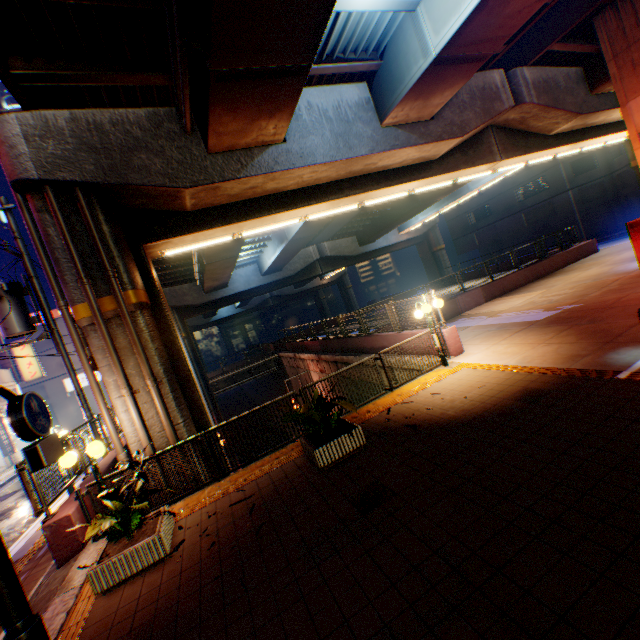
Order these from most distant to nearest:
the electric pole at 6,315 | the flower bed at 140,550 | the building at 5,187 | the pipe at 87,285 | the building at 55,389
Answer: the building at 5,187, the building at 55,389, the electric pole at 6,315, the pipe at 87,285, the flower bed at 140,550

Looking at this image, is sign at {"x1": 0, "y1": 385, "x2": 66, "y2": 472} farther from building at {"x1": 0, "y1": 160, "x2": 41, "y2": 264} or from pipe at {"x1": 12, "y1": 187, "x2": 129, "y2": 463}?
building at {"x1": 0, "y1": 160, "x2": 41, "y2": 264}

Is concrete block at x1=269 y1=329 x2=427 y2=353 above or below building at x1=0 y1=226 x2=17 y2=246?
below

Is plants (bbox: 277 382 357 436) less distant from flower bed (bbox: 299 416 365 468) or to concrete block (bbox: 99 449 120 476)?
flower bed (bbox: 299 416 365 468)

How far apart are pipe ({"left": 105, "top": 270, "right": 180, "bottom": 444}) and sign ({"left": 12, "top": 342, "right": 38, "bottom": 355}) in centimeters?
2561cm

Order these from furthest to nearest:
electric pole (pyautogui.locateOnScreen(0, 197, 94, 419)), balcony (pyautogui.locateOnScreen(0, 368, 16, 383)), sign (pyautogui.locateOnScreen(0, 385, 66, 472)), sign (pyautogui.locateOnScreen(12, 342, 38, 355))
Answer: sign (pyautogui.locateOnScreen(12, 342, 38, 355))
balcony (pyautogui.locateOnScreen(0, 368, 16, 383))
electric pole (pyautogui.locateOnScreen(0, 197, 94, 419))
sign (pyautogui.locateOnScreen(0, 385, 66, 472))

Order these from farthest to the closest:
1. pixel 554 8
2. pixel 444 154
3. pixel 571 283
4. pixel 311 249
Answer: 1. pixel 311 249
2. pixel 571 283
3. pixel 444 154
4. pixel 554 8

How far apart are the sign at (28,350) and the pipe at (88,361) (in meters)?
23.37
